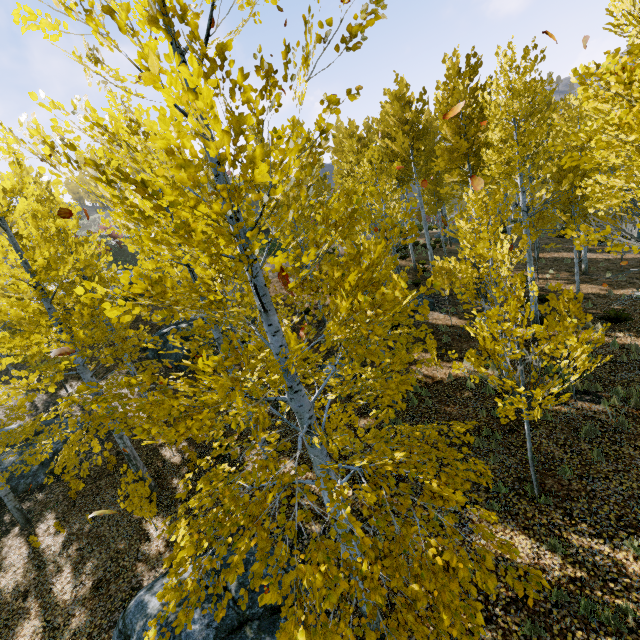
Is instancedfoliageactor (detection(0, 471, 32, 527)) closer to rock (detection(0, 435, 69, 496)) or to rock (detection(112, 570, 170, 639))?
rock (detection(112, 570, 170, 639))

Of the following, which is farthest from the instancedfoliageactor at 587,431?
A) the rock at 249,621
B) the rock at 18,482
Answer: the rock at 18,482

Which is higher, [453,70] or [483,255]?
[453,70]

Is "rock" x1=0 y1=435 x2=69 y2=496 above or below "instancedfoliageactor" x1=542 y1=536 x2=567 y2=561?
above

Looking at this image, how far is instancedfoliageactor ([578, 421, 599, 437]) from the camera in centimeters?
786cm
